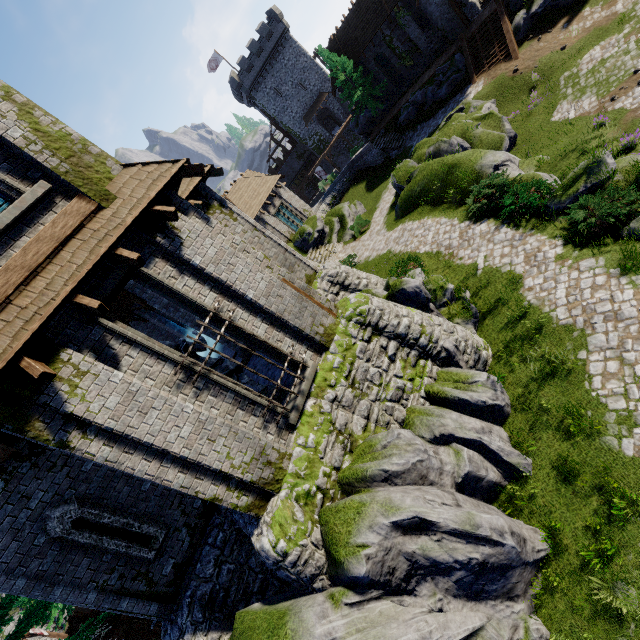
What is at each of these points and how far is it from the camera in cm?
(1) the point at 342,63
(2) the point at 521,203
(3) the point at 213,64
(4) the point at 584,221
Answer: (1) tree, 3325
(2) bush, 1298
(3) flag, 4794
(4) bush, 1052

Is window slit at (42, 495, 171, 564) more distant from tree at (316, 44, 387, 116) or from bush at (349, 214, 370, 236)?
tree at (316, 44, 387, 116)

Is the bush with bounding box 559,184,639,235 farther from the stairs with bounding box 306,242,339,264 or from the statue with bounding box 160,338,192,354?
the stairs with bounding box 306,242,339,264

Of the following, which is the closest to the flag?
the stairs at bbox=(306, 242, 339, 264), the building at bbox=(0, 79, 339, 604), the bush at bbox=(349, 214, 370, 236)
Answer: the building at bbox=(0, 79, 339, 604)

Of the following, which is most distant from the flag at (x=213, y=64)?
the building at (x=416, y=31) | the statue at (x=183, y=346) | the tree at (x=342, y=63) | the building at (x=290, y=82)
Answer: the statue at (x=183, y=346)

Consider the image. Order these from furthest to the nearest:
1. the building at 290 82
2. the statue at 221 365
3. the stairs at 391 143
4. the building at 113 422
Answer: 1. the building at 290 82
2. the stairs at 391 143
3. the statue at 221 365
4. the building at 113 422

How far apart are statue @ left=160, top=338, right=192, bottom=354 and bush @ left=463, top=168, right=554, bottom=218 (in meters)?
12.01

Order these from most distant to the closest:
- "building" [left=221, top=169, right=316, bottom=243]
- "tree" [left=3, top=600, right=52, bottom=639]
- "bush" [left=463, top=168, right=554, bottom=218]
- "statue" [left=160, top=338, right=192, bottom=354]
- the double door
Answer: "building" [left=221, top=169, right=316, bottom=243], the double door, "bush" [left=463, top=168, right=554, bottom=218], "statue" [left=160, top=338, right=192, bottom=354], "tree" [left=3, top=600, right=52, bottom=639]
